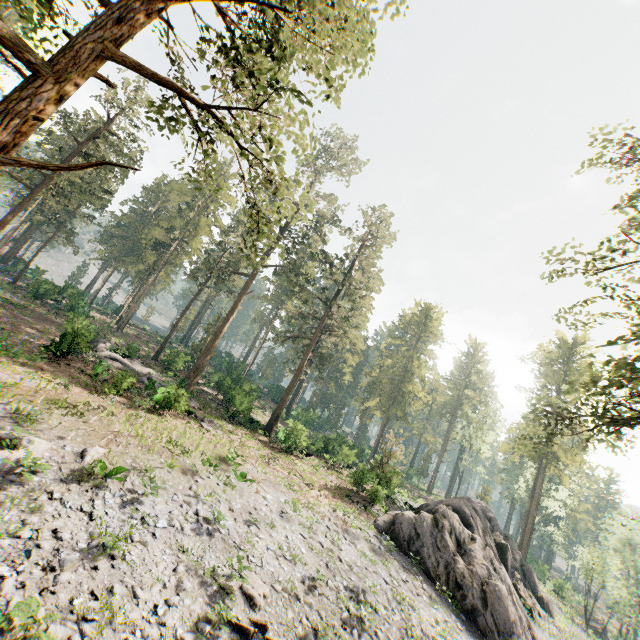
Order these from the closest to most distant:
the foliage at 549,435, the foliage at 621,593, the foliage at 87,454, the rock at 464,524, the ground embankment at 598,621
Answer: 1. the foliage at 549,435
2. the foliage at 87,454
3. the rock at 464,524
4. the foliage at 621,593
5. the ground embankment at 598,621

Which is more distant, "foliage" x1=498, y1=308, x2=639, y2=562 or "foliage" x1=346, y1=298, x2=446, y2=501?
"foliage" x1=346, y1=298, x2=446, y2=501

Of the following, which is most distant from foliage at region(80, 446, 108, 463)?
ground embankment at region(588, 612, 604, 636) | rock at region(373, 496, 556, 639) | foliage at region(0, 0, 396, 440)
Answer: ground embankment at region(588, 612, 604, 636)

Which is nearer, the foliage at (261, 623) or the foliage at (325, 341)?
the foliage at (325, 341)

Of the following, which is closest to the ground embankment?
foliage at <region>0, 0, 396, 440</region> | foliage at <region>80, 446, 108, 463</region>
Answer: foliage at <region>0, 0, 396, 440</region>

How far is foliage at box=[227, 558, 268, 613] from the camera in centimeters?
1122cm

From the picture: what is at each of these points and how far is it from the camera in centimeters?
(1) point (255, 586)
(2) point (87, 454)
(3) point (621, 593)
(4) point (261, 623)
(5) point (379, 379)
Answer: (1) foliage, 1180cm
(2) foliage, 1334cm
(3) foliage, 3825cm
(4) foliage, 1041cm
(5) foliage, 5250cm

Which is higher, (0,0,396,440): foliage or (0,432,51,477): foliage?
(0,0,396,440): foliage
